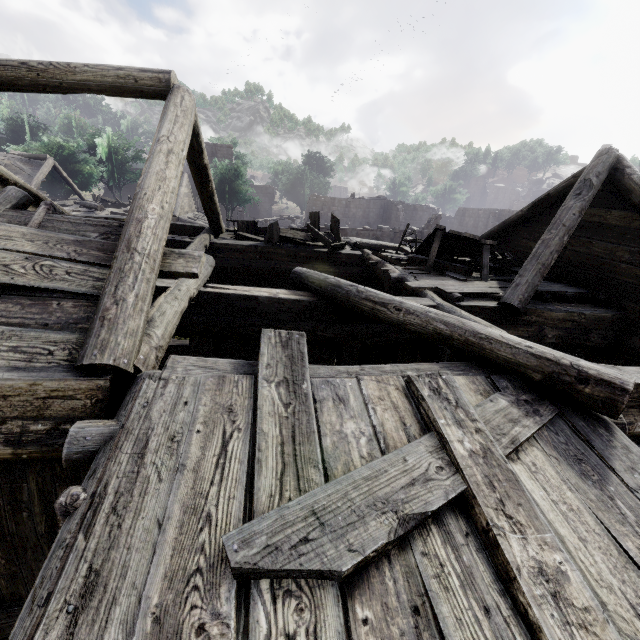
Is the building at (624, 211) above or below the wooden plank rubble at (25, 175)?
below

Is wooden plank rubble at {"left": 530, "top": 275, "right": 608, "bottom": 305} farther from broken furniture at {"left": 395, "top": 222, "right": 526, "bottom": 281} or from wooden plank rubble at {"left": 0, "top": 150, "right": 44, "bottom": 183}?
wooden plank rubble at {"left": 0, "top": 150, "right": 44, "bottom": 183}

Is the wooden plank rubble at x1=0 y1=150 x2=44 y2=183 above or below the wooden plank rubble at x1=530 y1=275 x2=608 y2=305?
above

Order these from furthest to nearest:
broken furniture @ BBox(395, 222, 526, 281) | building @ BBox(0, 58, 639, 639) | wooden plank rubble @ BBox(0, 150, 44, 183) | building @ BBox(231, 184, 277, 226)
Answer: building @ BBox(231, 184, 277, 226)
wooden plank rubble @ BBox(0, 150, 44, 183)
broken furniture @ BBox(395, 222, 526, 281)
building @ BBox(0, 58, 639, 639)

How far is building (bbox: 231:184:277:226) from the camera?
34.72m

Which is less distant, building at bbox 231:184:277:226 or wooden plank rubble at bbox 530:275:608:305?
wooden plank rubble at bbox 530:275:608:305

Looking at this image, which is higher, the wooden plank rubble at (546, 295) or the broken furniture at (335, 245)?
the broken furniture at (335, 245)

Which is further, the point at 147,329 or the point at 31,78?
the point at 31,78
